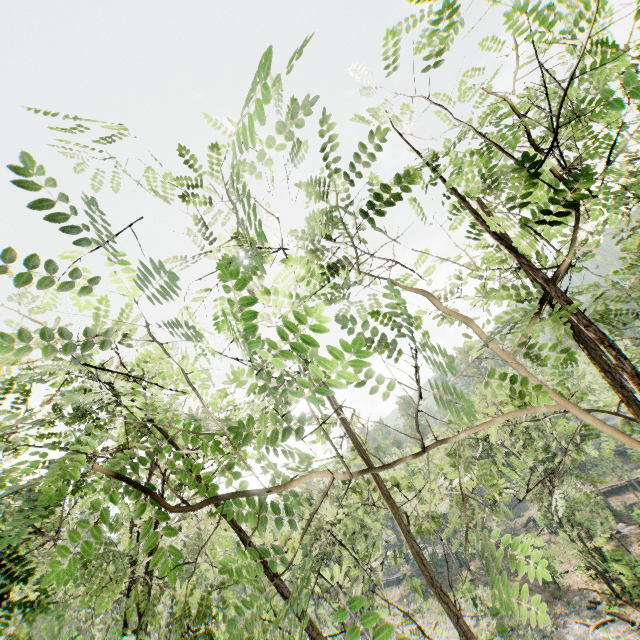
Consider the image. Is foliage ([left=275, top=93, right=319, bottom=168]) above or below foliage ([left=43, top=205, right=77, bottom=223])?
above

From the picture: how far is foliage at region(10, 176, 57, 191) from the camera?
A: 0.8m

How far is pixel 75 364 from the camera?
5.6 meters

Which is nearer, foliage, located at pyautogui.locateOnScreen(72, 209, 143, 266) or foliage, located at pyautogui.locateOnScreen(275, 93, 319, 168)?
foliage, located at pyautogui.locateOnScreen(72, 209, 143, 266)

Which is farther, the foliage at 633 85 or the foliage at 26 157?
the foliage at 633 85
